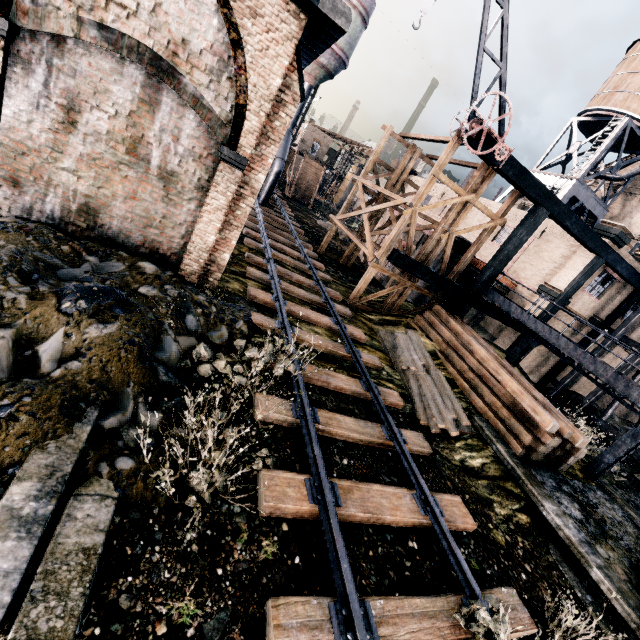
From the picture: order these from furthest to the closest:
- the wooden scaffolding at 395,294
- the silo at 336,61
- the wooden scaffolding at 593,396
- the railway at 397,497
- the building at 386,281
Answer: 1. the building at 386,281
2. the silo at 336,61
3. the wooden scaffolding at 593,396
4. the wooden scaffolding at 395,294
5. the railway at 397,497

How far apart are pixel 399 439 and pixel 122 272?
8.6 meters

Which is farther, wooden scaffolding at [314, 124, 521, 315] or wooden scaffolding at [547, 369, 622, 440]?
wooden scaffolding at [547, 369, 622, 440]

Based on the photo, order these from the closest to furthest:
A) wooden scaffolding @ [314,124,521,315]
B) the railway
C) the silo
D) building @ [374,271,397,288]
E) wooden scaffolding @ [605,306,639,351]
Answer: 1. the railway
2. wooden scaffolding @ [314,124,521,315]
3. wooden scaffolding @ [605,306,639,351]
4. the silo
5. building @ [374,271,397,288]

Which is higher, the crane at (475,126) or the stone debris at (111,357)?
the crane at (475,126)

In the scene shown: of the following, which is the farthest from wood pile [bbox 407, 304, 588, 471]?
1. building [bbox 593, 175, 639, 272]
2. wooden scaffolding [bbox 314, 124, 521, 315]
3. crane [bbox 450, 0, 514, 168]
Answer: crane [bbox 450, 0, 514, 168]

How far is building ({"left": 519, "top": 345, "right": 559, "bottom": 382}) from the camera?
23.3 meters

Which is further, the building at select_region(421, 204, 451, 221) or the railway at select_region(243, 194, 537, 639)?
the building at select_region(421, 204, 451, 221)
